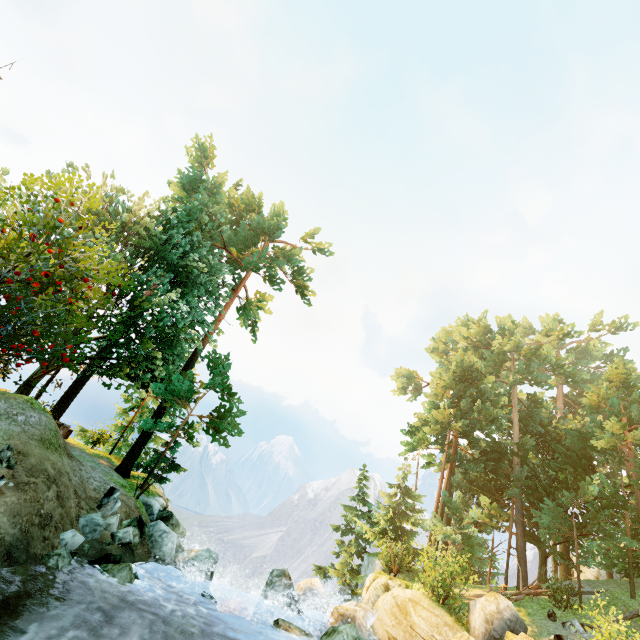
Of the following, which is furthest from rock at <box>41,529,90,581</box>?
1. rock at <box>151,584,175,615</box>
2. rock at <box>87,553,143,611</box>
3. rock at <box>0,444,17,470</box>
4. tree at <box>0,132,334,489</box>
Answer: tree at <box>0,132,334,489</box>

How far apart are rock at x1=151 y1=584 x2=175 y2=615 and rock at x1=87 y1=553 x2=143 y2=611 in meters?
1.2

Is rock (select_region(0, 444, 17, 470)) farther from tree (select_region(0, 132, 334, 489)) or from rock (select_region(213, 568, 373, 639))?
rock (select_region(213, 568, 373, 639))

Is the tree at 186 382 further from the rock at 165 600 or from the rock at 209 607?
the rock at 165 600

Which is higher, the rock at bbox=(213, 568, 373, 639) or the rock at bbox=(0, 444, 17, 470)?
the rock at bbox=(0, 444, 17, 470)

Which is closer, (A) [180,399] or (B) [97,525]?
(B) [97,525]

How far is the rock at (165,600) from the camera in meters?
10.1

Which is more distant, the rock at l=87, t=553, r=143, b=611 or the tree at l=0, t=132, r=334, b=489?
the tree at l=0, t=132, r=334, b=489
